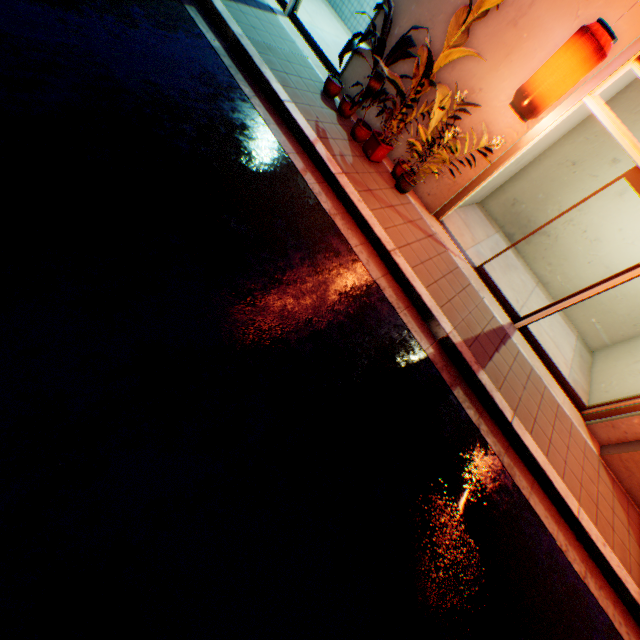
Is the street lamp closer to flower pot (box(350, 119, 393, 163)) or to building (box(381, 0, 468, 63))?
building (box(381, 0, 468, 63))

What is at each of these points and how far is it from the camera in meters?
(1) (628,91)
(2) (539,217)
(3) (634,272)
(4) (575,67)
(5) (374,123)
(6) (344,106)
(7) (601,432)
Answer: (1) building, 5.9
(2) building, 7.3
(3) door, 4.5
(4) street lamp, 3.6
(5) building, 5.9
(6) flower pot, 5.5
(7) building, 5.3

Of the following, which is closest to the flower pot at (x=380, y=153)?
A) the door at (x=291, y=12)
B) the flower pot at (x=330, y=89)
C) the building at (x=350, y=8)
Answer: the building at (x=350, y=8)

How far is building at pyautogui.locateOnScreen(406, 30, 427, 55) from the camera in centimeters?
500cm

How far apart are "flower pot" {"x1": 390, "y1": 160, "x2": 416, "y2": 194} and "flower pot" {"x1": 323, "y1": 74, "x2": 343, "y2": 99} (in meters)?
1.63

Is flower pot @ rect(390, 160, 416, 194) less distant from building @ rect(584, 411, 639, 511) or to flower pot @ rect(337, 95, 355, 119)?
building @ rect(584, 411, 639, 511)

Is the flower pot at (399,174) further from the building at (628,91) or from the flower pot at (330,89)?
the flower pot at (330,89)

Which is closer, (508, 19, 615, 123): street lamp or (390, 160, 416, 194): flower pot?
(508, 19, 615, 123): street lamp
